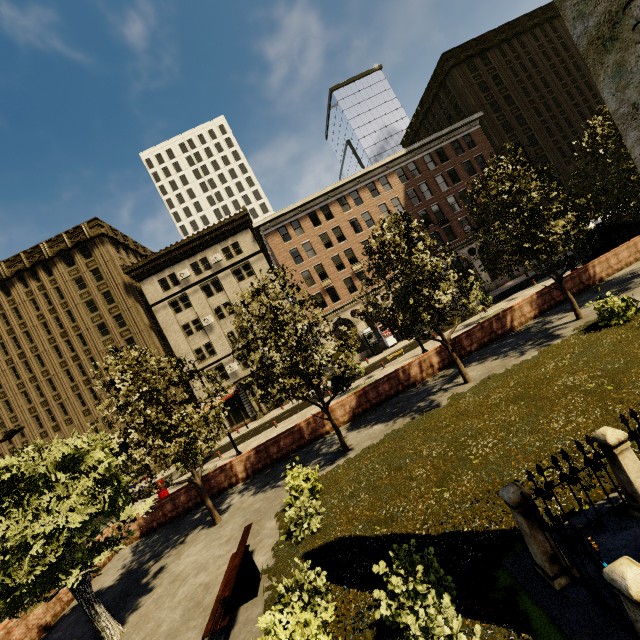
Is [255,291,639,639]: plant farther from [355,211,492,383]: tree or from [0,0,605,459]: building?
[0,0,605,459]: building

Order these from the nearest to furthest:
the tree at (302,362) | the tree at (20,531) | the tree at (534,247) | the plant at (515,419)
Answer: the plant at (515,419) < the tree at (20,531) < the tree at (302,362) < the tree at (534,247)

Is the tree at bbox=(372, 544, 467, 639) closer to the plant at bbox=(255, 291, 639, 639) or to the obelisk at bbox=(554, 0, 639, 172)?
the plant at bbox=(255, 291, 639, 639)

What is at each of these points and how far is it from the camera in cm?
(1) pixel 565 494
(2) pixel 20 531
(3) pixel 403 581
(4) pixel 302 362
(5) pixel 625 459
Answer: (1) plant, 582
(2) tree, 803
(3) tree, 494
(4) tree, 1311
(5) fence, 466

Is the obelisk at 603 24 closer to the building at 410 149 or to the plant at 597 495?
the plant at 597 495

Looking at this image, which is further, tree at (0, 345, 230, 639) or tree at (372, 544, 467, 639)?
tree at (0, 345, 230, 639)

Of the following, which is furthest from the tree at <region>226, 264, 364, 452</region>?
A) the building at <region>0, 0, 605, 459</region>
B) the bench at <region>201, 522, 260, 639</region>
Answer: the building at <region>0, 0, 605, 459</region>

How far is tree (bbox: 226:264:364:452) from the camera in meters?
12.1
